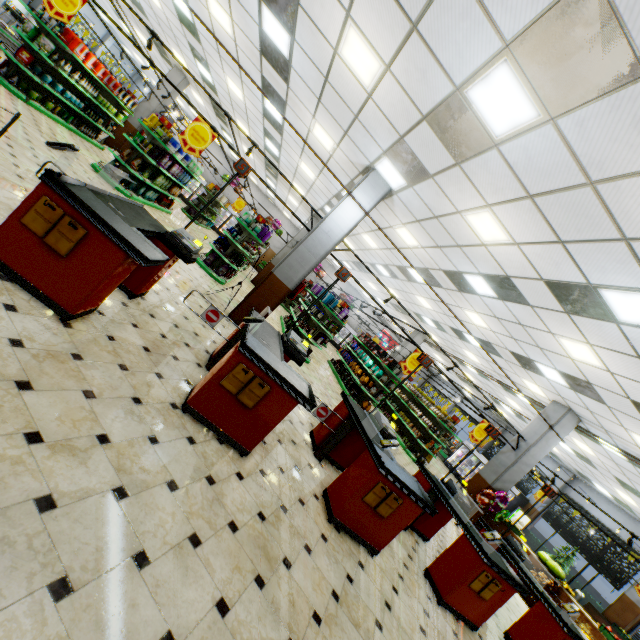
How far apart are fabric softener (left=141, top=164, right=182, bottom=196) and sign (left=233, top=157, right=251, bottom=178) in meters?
7.3

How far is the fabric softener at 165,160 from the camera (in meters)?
9.78

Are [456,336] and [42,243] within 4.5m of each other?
no

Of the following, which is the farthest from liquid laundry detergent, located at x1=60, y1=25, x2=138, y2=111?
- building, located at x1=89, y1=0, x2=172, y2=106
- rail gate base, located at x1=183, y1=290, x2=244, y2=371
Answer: rail gate base, located at x1=183, y1=290, x2=244, y2=371

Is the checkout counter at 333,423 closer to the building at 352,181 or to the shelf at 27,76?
the building at 352,181

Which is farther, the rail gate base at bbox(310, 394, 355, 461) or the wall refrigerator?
the wall refrigerator

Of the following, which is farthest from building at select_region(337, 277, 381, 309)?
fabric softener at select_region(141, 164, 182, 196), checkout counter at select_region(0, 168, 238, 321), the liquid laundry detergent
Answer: the liquid laundry detergent

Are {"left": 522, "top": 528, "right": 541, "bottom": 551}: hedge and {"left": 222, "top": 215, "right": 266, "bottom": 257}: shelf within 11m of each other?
no
